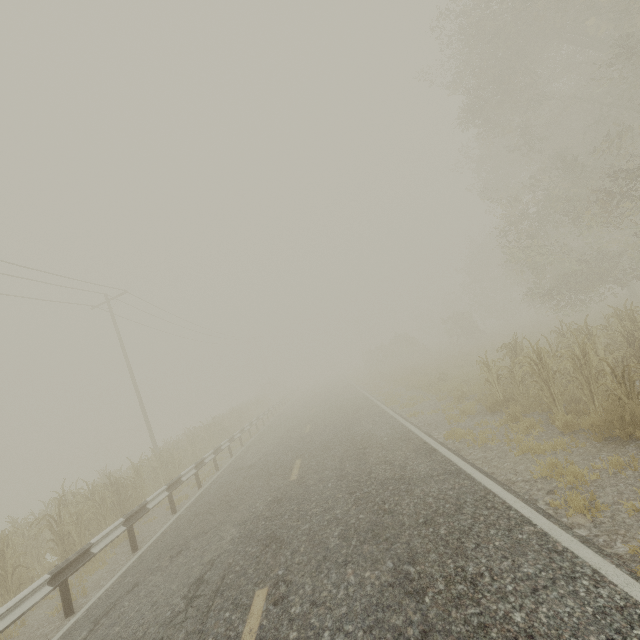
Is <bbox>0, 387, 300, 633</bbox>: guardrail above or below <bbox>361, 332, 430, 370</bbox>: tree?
below

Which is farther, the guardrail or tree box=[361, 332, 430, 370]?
tree box=[361, 332, 430, 370]

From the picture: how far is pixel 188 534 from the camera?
7.2 meters

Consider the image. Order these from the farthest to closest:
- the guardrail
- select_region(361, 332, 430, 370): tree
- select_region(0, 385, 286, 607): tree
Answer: select_region(361, 332, 430, 370): tree → select_region(0, 385, 286, 607): tree → the guardrail

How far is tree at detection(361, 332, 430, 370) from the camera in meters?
35.6 m

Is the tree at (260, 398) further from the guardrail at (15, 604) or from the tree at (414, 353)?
the tree at (414, 353)

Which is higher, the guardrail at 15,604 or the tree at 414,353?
the tree at 414,353

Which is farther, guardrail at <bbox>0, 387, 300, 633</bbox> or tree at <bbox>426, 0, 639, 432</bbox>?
tree at <bbox>426, 0, 639, 432</bbox>
